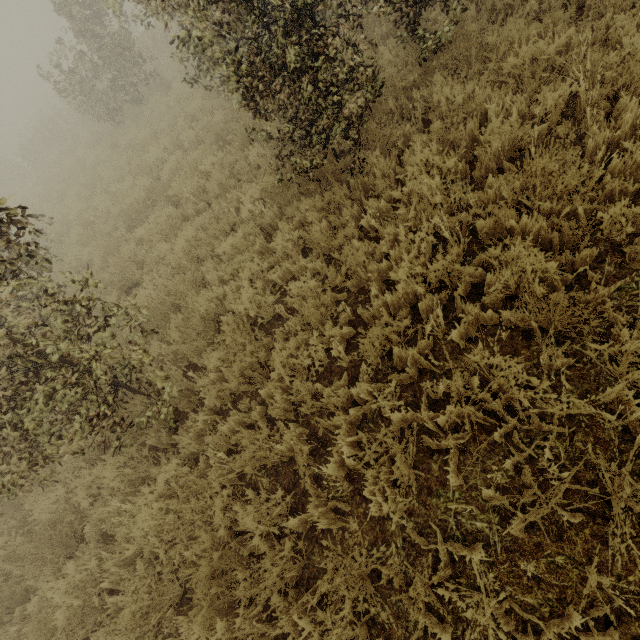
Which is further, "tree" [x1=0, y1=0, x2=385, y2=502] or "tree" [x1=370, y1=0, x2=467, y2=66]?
"tree" [x1=370, y1=0, x2=467, y2=66]

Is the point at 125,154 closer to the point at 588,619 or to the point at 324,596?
the point at 324,596

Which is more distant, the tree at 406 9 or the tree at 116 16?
the tree at 406 9
